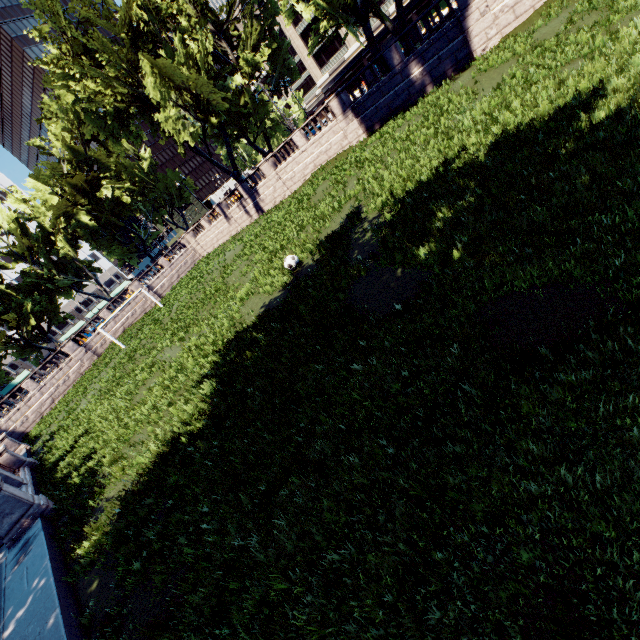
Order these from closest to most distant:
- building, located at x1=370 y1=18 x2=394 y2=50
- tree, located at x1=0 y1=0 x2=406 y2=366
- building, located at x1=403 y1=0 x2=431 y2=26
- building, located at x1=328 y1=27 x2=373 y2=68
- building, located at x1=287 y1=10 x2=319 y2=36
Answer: tree, located at x1=0 y1=0 x2=406 y2=366, building, located at x1=403 y1=0 x2=431 y2=26, building, located at x1=370 y1=18 x2=394 y2=50, building, located at x1=328 y1=27 x2=373 y2=68, building, located at x1=287 y1=10 x2=319 y2=36

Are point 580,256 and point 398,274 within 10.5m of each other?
yes

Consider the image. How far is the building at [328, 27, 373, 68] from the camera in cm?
5703

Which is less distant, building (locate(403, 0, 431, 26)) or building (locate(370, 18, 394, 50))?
building (locate(403, 0, 431, 26))

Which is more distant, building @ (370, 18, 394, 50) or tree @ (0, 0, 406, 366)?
building @ (370, 18, 394, 50)

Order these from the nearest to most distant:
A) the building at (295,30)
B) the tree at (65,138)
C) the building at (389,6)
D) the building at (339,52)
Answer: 1. the tree at (65,138)
2. the building at (389,6)
3. the building at (339,52)
4. the building at (295,30)

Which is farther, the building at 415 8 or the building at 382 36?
the building at 382 36
